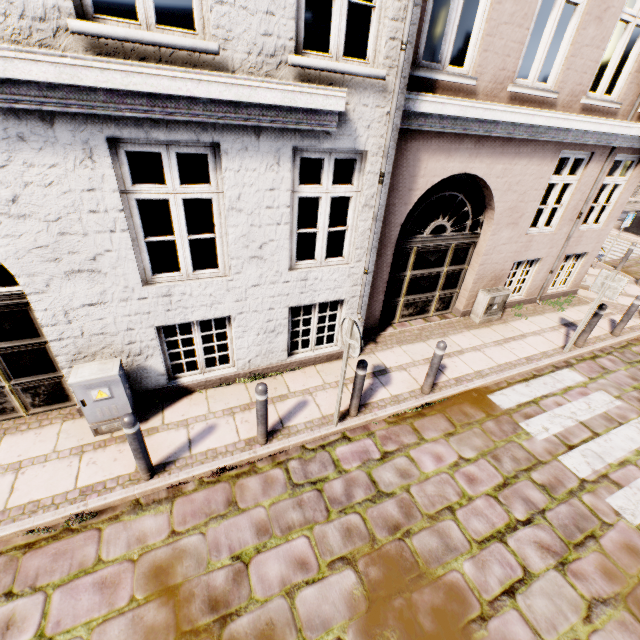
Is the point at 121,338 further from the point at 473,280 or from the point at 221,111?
the point at 473,280

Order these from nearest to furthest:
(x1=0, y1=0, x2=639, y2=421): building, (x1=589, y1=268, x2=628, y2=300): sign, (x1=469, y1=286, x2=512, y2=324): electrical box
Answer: (x1=0, y1=0, x2=639, y2=421): building < (x1=589, y1=268, x2=628, y2=300): sign < (x1=469, y1=286, x2=512, y2=324): electrical box

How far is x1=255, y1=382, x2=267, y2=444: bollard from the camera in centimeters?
407cm

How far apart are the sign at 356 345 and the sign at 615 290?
5.72m

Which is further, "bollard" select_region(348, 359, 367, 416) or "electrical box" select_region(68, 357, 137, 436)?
"bollard" select_region(348, 359, 367, 416)

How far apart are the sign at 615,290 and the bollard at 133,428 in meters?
8.4

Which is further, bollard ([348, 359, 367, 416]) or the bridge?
the bridge

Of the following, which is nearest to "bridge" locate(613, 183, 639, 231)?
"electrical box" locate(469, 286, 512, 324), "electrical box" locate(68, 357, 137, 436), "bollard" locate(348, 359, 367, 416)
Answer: "electrical box" locate(469, 286, 512, 324)
